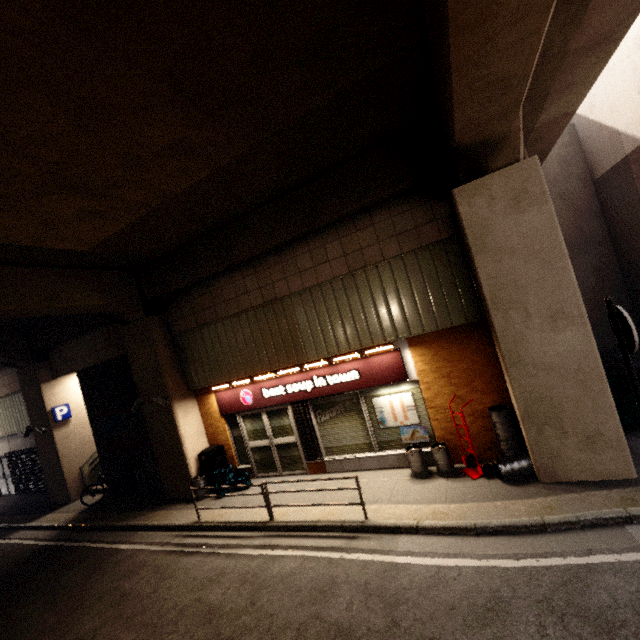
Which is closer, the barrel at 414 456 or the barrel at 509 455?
the barrel at 509 455

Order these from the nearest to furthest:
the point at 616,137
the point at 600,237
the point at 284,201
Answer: → the point at 284,201 < the point at 616,137 < the point at 600,237

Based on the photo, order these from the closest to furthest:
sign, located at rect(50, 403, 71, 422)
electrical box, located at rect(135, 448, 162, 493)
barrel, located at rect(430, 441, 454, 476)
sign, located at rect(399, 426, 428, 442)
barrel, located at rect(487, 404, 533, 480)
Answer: barrel, located at rect(487, 404, 533, 480) < barrel, located at rect(430, 441, 454, 476) < sign, located at rect(399, 426, 428, 442) < electrical box, located at rect(135, 448, 162, 493) < sign, located at rect(50, 403, 71, 422)

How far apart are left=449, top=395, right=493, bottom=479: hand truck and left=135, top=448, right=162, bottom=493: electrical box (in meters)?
8.76

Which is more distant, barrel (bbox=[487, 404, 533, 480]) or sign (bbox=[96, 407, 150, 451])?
sign (bbox=[96, 407, 150, 451])

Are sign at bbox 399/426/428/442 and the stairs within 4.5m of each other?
no

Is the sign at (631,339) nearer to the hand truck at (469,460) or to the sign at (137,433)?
the hand truck at (469,460)

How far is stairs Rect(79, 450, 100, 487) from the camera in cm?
1273
